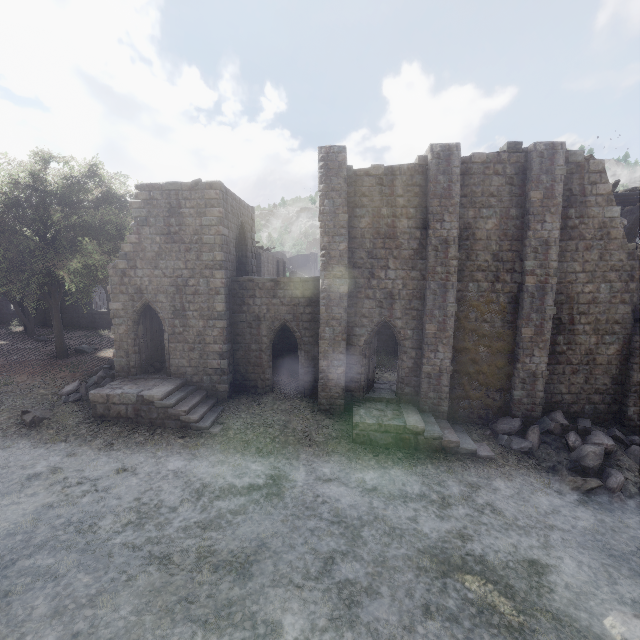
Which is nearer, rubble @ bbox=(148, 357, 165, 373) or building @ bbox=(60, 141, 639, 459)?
building @ bbox=(60, 141, 639, 459)

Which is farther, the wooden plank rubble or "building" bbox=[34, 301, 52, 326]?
"building" bbox=[34, 301, 52, 326]

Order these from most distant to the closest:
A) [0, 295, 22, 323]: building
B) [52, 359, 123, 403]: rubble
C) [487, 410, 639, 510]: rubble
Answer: [0, 295, 22, 323]: building < [52, 359, 123, 403]: rubble < [487, 410, 639, 510]: rubble

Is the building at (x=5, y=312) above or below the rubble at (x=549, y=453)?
above

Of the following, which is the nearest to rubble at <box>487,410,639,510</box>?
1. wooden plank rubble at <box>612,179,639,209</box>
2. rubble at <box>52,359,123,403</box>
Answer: wooden plank rubble at <box>612,179,639,209</box>

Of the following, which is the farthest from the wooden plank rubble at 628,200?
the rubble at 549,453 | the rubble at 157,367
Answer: the rubble at 157,367

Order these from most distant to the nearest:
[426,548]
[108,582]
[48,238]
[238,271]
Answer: [238,271] < [48,238] < [426,548] < [108,582]

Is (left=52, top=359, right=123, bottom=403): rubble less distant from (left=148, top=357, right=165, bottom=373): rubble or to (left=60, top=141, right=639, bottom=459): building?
(left=60, top=141, right=639, bottom=459): building
